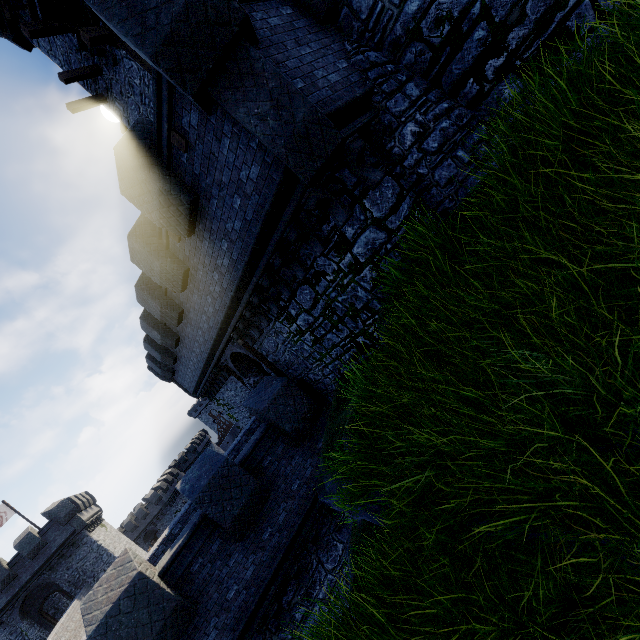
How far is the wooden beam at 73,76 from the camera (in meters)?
12.17

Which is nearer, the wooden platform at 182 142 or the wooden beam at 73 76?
the wooden platform at 182 142

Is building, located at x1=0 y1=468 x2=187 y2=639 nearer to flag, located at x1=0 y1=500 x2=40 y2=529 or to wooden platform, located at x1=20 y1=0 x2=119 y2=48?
flag, located at x1=0 y1=500 x2=40 y2=529

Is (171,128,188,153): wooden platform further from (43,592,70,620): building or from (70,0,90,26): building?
(43,592,70,620): building

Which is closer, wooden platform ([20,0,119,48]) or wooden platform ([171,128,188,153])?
wooden platform ([171,128,188,153])

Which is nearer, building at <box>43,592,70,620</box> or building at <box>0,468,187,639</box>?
building at <box>0,468,187,639</box>

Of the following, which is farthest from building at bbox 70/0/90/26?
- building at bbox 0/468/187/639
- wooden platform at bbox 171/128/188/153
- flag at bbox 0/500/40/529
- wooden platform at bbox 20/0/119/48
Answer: flag at bbox 0/500/40/529

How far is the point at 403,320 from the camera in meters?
4.2 m
